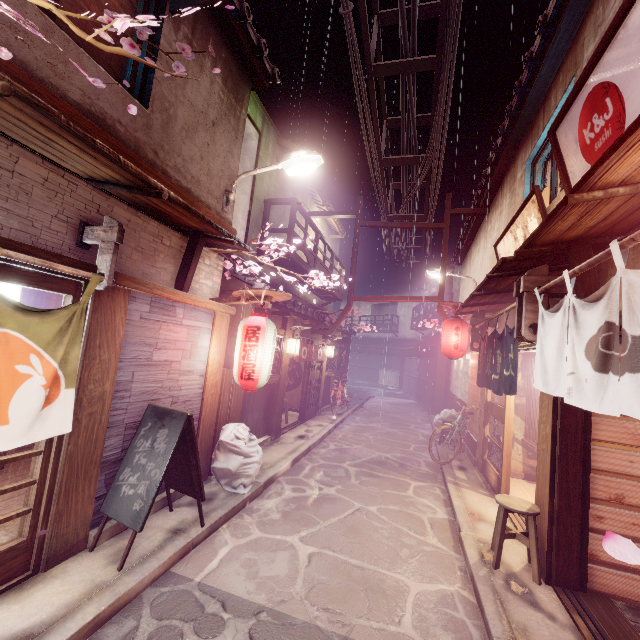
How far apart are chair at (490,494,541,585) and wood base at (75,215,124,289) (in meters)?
9.44

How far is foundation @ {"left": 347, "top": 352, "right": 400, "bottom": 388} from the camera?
50.41m

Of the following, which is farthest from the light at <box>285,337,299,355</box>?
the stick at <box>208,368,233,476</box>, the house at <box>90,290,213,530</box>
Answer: the house at <box>90,290,213,530</box>

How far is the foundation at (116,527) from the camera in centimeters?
645cm

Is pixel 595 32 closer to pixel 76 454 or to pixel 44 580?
pixel 76 454

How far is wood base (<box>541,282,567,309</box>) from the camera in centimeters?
735cm

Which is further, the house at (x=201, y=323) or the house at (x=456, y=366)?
the house at (x=456, y=366)

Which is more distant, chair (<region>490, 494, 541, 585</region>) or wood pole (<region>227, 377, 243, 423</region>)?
wood pole (<region>227, 377, 243, 423</region>)
